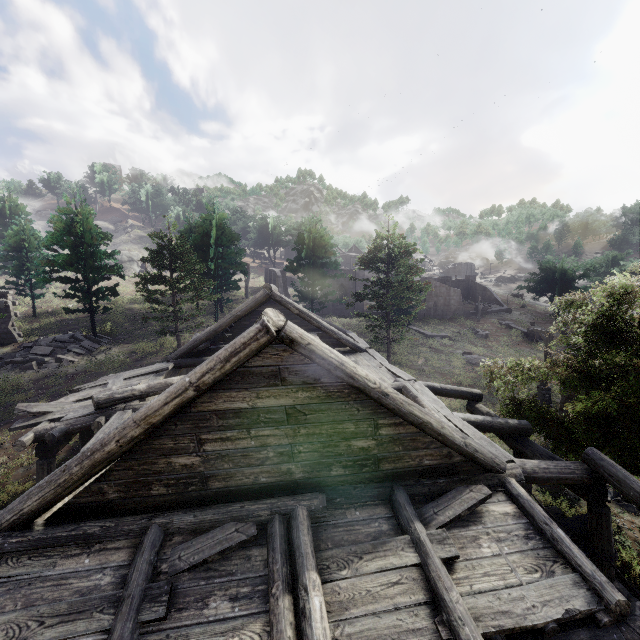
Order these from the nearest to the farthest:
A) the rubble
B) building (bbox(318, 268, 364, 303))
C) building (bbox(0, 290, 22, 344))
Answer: the rubble → building (bbox(0, 290, 22, 344)) → building (bbox(318, 268, 364, 303))

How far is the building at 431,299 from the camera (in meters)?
46.81

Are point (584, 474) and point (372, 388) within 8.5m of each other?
yes

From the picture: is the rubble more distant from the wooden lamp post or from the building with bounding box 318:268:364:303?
the wooden lamp post

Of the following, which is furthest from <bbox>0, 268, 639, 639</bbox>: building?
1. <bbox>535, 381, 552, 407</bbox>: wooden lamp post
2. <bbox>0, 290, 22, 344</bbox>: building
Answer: <bbox>0, 290, 22, 344</bbox>: building

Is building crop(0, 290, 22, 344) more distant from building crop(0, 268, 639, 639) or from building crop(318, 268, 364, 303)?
building crop(318, 268, 364, 303)

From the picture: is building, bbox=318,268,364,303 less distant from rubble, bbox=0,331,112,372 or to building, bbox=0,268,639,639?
building, bbox=0,268,639,639

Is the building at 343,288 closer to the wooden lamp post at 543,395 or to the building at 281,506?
the wooden lamp post at 543,395
